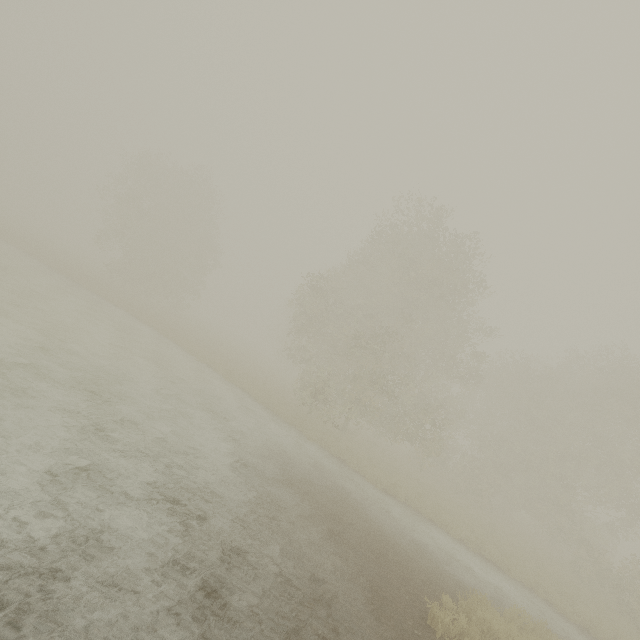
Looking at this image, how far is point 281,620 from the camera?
5.50m
